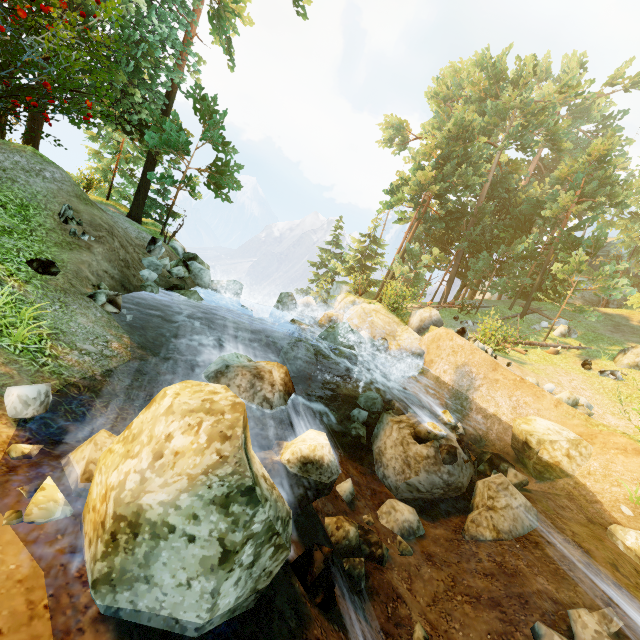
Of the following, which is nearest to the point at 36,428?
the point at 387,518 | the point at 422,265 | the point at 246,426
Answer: the point at 246,426

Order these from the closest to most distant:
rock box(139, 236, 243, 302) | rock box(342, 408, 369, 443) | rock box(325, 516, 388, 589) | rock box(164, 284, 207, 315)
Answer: rock box(325, 516, 388, 589), rock box(342, 408, 369, 443), rock box(139, 236, 243, 302), rock box(164, 284, 207, 315)

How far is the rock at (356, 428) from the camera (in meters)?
10.20

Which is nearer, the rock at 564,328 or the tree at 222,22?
the tree at 222,22

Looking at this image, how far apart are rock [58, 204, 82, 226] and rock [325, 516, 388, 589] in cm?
1074

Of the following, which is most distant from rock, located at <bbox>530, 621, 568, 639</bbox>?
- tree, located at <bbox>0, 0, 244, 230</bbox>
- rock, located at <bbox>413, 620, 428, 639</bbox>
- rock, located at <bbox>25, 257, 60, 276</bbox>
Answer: rock, located at <bbox>25, 257, 60, 276</bbox>

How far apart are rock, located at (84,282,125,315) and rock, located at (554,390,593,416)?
16.3 meters

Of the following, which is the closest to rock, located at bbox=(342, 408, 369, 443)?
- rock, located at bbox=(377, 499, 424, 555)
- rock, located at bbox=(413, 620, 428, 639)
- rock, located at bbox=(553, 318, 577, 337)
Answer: rock, located at bbox=(377, 499, 424, 555)
